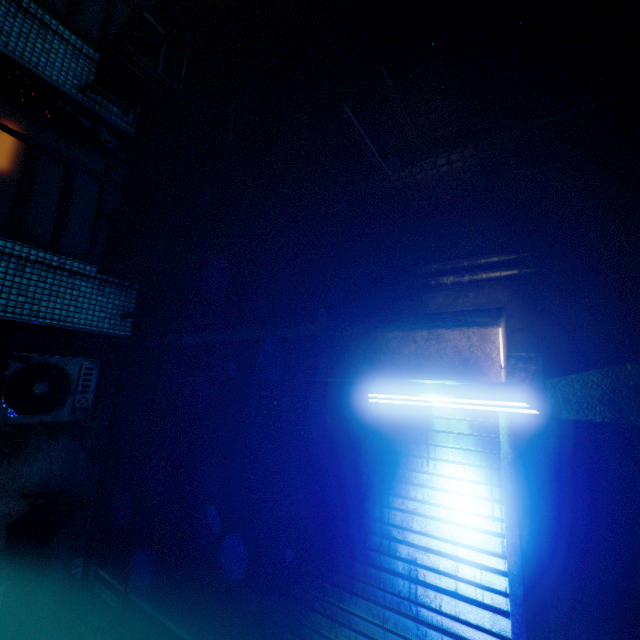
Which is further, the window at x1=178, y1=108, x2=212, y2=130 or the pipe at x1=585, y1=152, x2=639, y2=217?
the window at x1=178, y1=108, x2=212, y2=130

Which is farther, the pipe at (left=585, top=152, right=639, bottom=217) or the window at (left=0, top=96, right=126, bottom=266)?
the window at (left=0, top=96, right=126, bottom=266)

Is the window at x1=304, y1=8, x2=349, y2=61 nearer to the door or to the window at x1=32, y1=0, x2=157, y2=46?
the window at x1=32, y1=0, x2=157, y2=46

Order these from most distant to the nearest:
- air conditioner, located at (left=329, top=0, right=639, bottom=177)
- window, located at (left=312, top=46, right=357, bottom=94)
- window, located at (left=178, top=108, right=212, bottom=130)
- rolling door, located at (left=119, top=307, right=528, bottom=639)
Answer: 1. window, located at (left=178, top=108, right=212, bottom=130)
2. window, located at (left=312, top=46, right=357, bottom=94)
3. rolling door, located at (left=119, top=307, right=528, bottom=639)
4. air conditioner, located at (left=329, top=0, right=639, bottom=177)

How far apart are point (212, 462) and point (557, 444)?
2.77m

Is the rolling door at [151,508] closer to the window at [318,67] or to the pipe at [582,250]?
the pipe at [582,250]

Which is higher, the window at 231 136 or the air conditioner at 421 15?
the window at 231 136

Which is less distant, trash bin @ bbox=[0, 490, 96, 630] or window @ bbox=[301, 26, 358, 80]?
window @ bbox=[301, 26, 358, 80]
